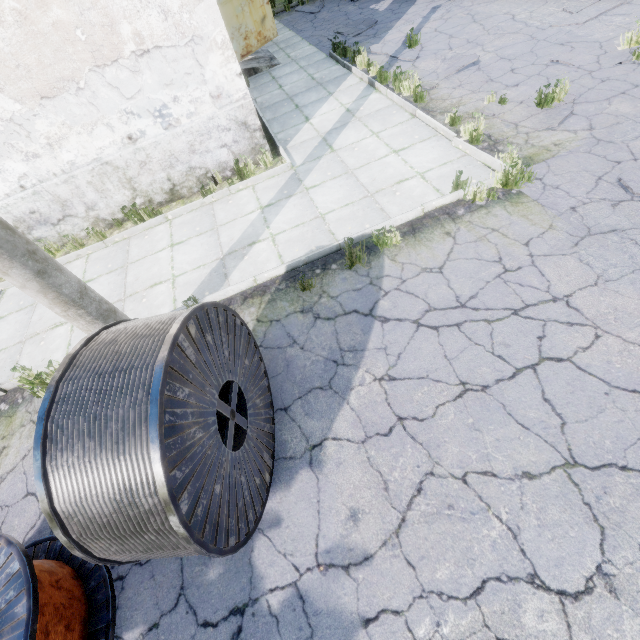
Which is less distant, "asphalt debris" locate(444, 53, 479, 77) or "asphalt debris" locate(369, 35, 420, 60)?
"asphalt debris" locate(444, 53, 479, 77)

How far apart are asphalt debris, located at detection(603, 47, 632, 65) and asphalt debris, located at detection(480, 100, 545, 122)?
1.4m

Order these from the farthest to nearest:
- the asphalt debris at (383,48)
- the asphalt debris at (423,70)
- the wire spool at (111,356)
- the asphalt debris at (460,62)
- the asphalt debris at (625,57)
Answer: the asphalt debris at (383,48)
the asphalt debris at (423,70)
the asphalt debris at (460,62)
the asphalt debris at (625,57)
the wire spool at (111,356)

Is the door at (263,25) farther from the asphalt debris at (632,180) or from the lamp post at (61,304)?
the asphalt debris at (632,180)

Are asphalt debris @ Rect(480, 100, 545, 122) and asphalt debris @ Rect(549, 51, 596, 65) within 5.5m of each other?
yes

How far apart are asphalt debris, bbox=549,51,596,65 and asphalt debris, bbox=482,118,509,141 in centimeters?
106cm

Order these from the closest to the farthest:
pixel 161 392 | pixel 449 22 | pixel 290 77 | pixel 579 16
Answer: pixel 161 392 → pixel 579 16 → pixel 449 22 → pixel 290 77

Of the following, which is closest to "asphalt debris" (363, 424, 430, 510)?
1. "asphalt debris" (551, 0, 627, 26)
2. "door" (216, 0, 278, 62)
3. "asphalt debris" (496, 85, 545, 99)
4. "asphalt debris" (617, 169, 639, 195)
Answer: "asphalt debris" (617, 169, 639, 195)
